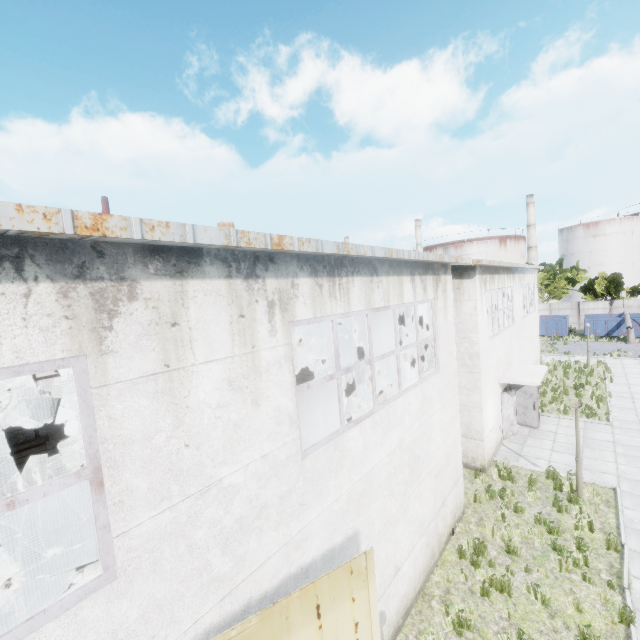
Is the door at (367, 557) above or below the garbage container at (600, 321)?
above

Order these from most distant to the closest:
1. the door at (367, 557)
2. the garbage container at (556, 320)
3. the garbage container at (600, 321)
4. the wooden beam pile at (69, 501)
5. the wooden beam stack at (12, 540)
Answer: the garbage container at (556, 320) → the garbage container at (600, 321) → the wooden beam pile at (69, 501) → the wooden beam stack at (12, 540) → the door at (367, 557)

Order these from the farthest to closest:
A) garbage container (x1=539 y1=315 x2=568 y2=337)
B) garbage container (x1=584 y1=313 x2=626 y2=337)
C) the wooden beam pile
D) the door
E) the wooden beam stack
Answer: garbage container (x1=539 y1=315 x2=568 y2=337), garbage container (x1=584 y1=313 x2=626 y2=337), the wooden beam pile, the wooden beam stack, the door

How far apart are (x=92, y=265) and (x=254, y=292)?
1.8 meters

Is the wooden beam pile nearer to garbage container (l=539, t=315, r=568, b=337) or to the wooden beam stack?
the wooden beam stack

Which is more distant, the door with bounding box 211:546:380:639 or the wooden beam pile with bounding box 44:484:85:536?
the wooden beam pile with bounding box 44:484:85:536

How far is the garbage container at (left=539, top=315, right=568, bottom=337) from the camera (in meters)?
37.59

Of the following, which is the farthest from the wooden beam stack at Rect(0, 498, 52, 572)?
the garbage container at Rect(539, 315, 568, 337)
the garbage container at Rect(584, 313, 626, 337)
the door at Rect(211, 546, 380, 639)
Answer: the garbage container at Rect(584, 313, 626, 337)
